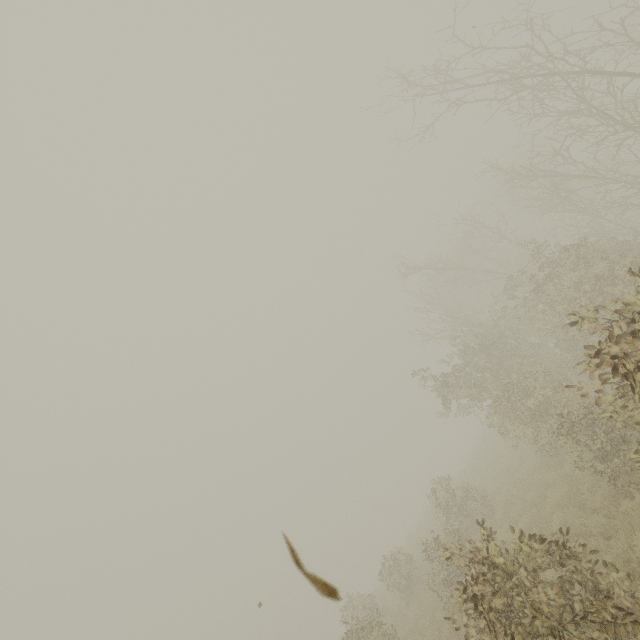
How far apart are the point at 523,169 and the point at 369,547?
52.09m

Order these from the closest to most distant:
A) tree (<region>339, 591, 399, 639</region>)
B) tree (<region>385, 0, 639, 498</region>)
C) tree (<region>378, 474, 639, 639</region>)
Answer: tree (<region>378, 474, 639, 639</region>), tree (<region>385, 0, 639, 498</region>), tree (<region>339, 591, 399, 639</region>)

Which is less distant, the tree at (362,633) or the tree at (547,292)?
the tree at (547,292)

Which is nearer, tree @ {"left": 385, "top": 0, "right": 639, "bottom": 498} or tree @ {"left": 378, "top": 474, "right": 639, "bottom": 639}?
tree @ {"left": 378, "top": 474, "right": 639, "bottom": 639}
